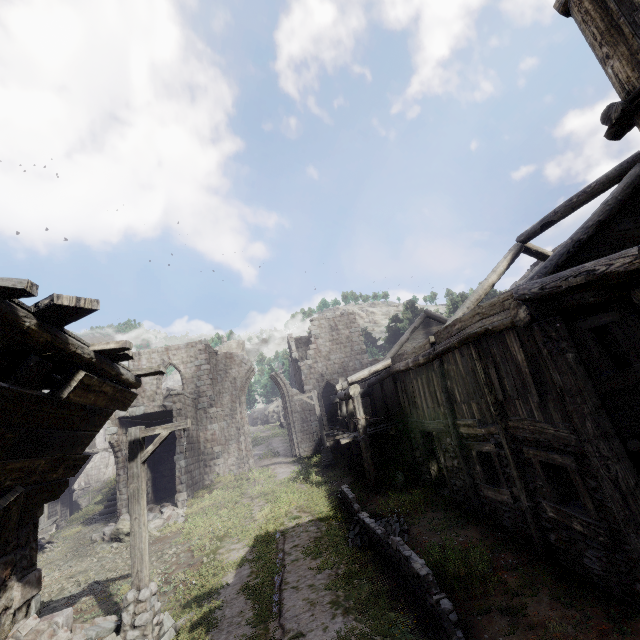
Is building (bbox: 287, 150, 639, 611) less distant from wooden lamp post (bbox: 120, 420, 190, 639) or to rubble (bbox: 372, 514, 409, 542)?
wooden lamp post (bbox: 120, 420, 190, 639)

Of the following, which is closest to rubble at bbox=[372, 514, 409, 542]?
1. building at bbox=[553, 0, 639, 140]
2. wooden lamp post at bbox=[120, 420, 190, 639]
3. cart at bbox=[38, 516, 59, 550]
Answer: building at bbox=[553, 0, 639, 140]

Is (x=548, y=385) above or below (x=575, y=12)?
below

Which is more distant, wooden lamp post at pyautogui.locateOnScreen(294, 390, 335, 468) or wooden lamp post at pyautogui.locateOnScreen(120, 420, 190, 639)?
wooden lamp post at pyautogui.locateOnScreen(294, 390, 335, 468)

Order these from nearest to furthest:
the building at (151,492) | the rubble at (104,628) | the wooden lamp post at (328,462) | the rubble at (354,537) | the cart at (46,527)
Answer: the building at (151,492) → the rubble at (104,628) → the rubble at (354,537) → the cart at (46,527) → the wooden lamp post at (328,462)

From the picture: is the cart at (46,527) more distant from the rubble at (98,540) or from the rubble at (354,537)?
the rubble at (354,537)

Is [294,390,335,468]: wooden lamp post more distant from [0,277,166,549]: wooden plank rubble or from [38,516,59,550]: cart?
[0,277,166,549]: wooden plank rubble

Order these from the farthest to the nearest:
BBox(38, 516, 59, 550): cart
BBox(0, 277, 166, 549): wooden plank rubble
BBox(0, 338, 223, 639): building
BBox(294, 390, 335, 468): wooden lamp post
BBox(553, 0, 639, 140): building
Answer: BBox(294, 390, 335, 468): wooden lamp post
BBox(38, 516, 59, 550): cart
BBox(0, 338, 223, 639): building
BBox(553, 0, 639, 140): building
BBox(0, 277, 166, 549): wooden plank rubble
